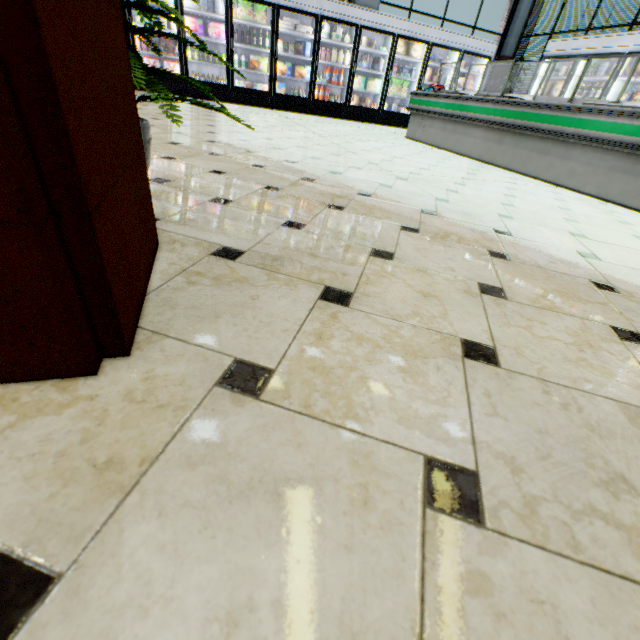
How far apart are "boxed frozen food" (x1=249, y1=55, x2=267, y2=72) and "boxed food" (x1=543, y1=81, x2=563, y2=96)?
7.0 meters

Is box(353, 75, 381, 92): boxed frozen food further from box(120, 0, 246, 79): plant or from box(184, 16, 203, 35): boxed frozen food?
box(120, 0, 246, 79): plant

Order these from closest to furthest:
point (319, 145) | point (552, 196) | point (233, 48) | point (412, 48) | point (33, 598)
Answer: point (33, 598), point (552, 196), point (319, 145), point (233, 48), point (412, 48)

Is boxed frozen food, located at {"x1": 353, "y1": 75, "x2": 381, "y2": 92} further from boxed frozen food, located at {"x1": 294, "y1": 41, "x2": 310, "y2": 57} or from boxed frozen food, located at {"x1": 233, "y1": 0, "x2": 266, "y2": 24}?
boxed frozen food, located at {"x1": 233, "y1": 0, "x2": 266, "y2": 24}

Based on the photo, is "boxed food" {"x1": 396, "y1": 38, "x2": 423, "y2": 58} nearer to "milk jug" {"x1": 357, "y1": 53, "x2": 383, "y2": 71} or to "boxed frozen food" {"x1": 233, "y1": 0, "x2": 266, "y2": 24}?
"milk jug" {"x1": 357, "y1": 53, "x2": 383, "y2": 71}

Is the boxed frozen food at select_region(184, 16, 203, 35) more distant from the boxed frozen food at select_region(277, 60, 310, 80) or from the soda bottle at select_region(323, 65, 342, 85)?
the soda bottle at select_region(323, 65, 342, 85)

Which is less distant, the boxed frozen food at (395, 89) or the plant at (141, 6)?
the plant at (141, 6)

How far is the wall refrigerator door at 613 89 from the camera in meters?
6.5 m
